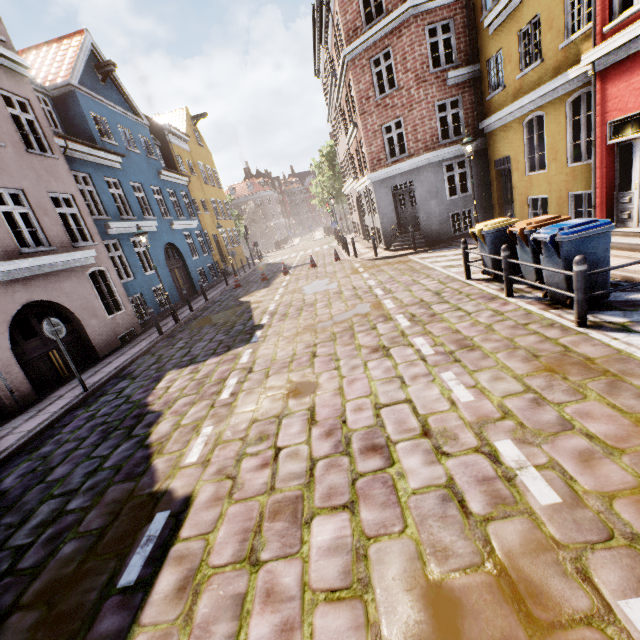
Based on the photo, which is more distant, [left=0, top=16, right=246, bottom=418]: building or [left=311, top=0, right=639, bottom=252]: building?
[left=0, top=16, right=246, bottom=418]: building

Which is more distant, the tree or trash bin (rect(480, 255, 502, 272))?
the tree

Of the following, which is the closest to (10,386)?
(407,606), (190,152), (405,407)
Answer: (405,407)

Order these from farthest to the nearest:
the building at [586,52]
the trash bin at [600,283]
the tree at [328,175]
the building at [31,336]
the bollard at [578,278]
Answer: the tree at [328,175] → the building at [31,336] → the building at [586,52] → the trash bin at [600,283] → the bollard at [578,278]

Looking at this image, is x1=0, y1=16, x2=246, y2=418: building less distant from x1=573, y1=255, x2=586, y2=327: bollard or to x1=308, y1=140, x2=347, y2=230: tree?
x1=308, y1=140, x2=347, y2=230: tree

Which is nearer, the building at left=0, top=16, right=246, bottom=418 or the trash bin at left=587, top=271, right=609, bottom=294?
the trash bin at left=587, top=271, right=609, bottom=294

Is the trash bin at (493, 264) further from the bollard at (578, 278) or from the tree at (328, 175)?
the tree at (328, 175)
